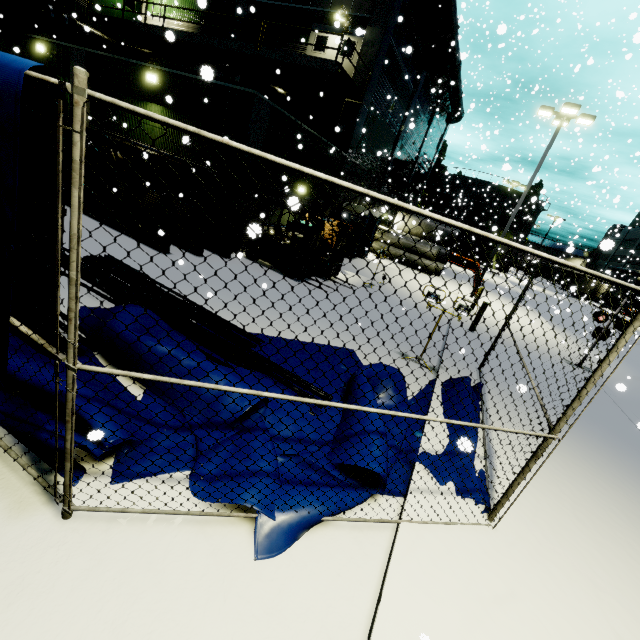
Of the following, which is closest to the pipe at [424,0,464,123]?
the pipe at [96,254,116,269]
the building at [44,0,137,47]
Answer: the building at [44,0,137,47]

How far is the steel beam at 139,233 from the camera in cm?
969

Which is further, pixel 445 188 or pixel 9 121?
pixel 445 188

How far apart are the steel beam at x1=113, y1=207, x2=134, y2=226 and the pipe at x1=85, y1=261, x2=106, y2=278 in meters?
1.5 m

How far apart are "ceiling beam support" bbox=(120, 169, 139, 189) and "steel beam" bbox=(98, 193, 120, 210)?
0.92m

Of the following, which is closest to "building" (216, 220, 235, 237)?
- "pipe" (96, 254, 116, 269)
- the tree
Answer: the tree

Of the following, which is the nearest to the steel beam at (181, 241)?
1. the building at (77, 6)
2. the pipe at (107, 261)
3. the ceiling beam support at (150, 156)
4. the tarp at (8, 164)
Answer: the ceiling beam support at (150, 156)

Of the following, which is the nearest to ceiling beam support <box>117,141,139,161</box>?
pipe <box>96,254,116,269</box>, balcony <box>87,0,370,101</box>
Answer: pipe <box>96,254,116,269</box>
